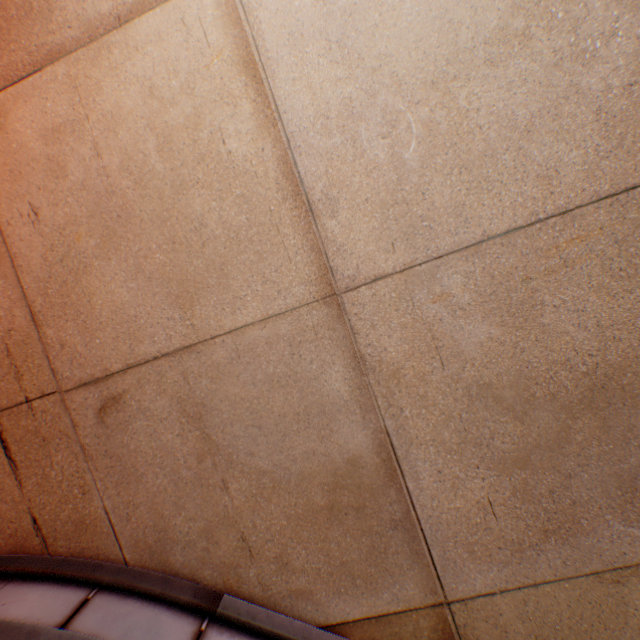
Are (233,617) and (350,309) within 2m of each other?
yes
